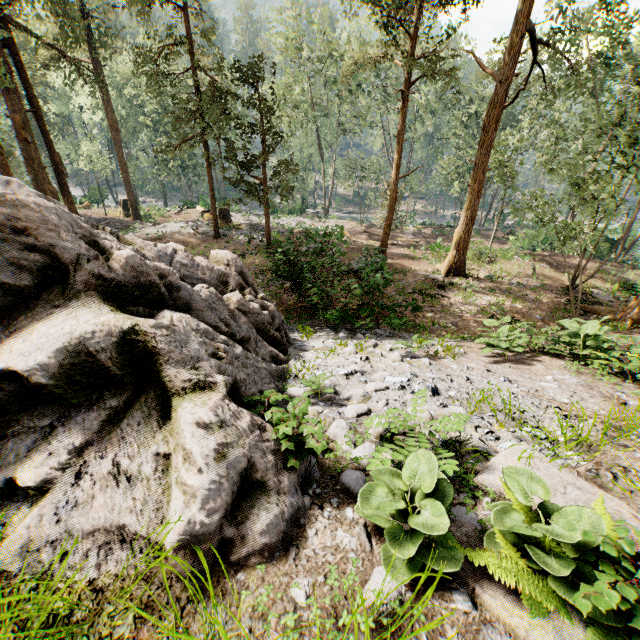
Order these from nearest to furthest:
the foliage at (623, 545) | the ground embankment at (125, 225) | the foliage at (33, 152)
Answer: the foliage at (623, 545) < the foliage at (33, 152) < the ground embankment at (125, 225)

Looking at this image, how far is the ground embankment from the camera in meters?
24.1 m

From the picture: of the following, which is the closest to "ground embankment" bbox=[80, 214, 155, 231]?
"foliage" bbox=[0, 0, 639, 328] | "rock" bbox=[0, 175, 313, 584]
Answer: "foliage" bbox=[0, 0, 639, 328]

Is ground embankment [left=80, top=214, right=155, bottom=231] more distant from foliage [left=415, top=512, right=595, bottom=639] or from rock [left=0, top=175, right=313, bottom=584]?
rock [left=0, top=175, right=313, bottom=584]

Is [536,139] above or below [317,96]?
below

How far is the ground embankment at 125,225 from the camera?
24.1 meters

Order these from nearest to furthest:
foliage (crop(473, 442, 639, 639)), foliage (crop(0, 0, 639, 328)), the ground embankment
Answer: foliage (crop(473, 442, 639, 639)) → foliage (crop(0, 0, 639, 328)) → the ground embankment
